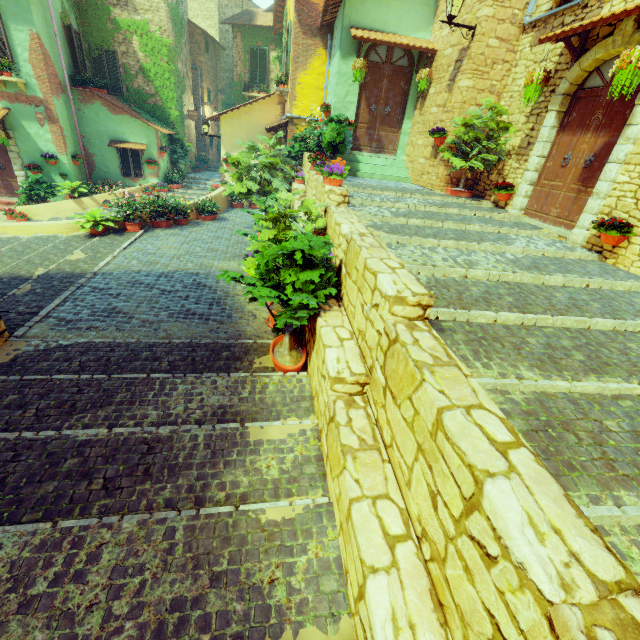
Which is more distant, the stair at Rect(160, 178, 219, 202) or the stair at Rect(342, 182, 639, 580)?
the stair at Rect(160, 178, 219, 202)

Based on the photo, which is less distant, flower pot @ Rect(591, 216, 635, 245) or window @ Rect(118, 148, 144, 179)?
flower pot @ Rect(591, 216, 635, 245)

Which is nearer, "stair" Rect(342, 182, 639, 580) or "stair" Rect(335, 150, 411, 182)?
"stair" Rect(342, 182, 639, 580)

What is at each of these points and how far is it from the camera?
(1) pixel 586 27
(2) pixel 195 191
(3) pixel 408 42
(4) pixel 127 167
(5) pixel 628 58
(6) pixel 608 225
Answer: (1) door eaves, 5.03m
(2) stair, 15.49m
(3) door eaves, 8.62m
(4) window, 14.56m
(5) flower pot, 4.37m
(6) flower pot, 5.13m

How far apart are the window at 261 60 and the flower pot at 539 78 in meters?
15.6 m

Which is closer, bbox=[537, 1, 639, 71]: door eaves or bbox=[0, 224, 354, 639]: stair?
bbox=[0, 224, 354, 639]: stair

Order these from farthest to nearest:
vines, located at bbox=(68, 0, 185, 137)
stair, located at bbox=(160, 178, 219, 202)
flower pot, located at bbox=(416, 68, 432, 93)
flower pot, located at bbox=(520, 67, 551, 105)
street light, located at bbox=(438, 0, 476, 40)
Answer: stair, located at bbox=(160, 178, 219, 202)
vines, located at bbox=(68, 0, 185, 137)
flower pot, located at bbox=(416, 68, 432, 93)
street light, located at bbox=(438, 0, 476, 40)
flower pot, located at bbox=(520, 67, 551, 105)

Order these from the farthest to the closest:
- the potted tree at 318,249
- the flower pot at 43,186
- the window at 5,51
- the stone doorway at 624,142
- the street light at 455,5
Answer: the flower pot at 43,186, the window at 5,51, the street light at 455,5, the stone doorway at 624,142, the potted tree at 318,249
